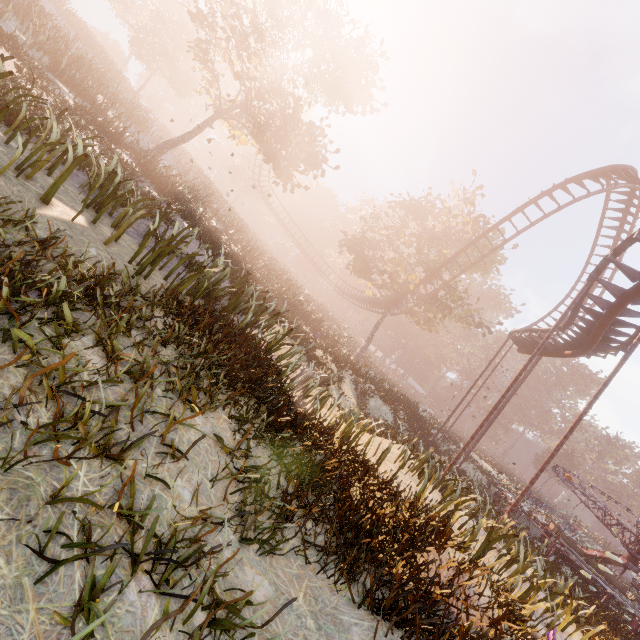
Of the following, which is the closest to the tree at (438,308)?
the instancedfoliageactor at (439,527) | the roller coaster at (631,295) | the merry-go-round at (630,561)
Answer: the roller coaster at (631,295)

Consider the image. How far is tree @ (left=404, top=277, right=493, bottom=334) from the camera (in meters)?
28.50

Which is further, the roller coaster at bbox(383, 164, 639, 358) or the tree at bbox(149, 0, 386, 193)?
the tree at bbox(149, 0, 386, 193)

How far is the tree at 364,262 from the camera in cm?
2856

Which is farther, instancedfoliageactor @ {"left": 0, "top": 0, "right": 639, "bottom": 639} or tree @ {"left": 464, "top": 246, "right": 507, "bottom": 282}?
tree @ {"left": 464, "top": 246, "right": 507, "bottom": 282}

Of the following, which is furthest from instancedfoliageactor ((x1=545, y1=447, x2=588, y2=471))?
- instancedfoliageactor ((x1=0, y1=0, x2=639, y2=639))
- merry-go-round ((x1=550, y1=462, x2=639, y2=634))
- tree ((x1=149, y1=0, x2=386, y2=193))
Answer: instancedfoliageactor ((x1=0, y1=0, x2=639, y2=639))

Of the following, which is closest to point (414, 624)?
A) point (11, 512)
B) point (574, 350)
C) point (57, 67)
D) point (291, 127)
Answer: point (11, 512)

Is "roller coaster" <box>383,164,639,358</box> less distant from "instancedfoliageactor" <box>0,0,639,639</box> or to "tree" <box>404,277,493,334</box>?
"tree" <box>404,277,493,334</box>
